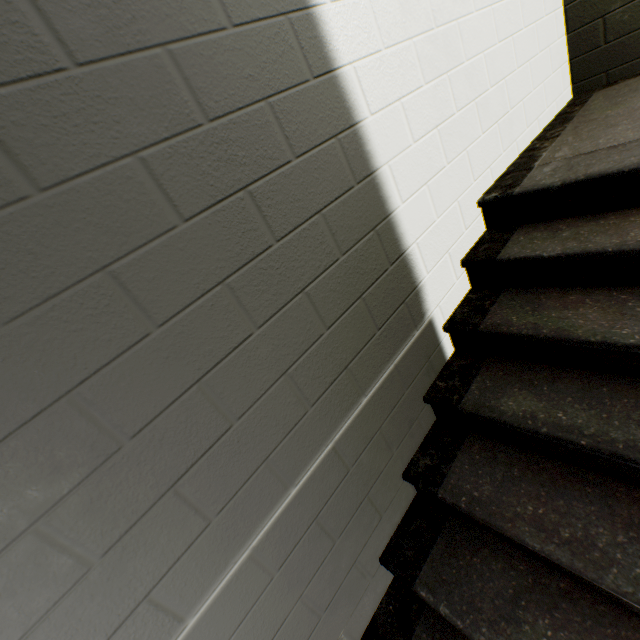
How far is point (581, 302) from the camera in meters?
1.3 m
